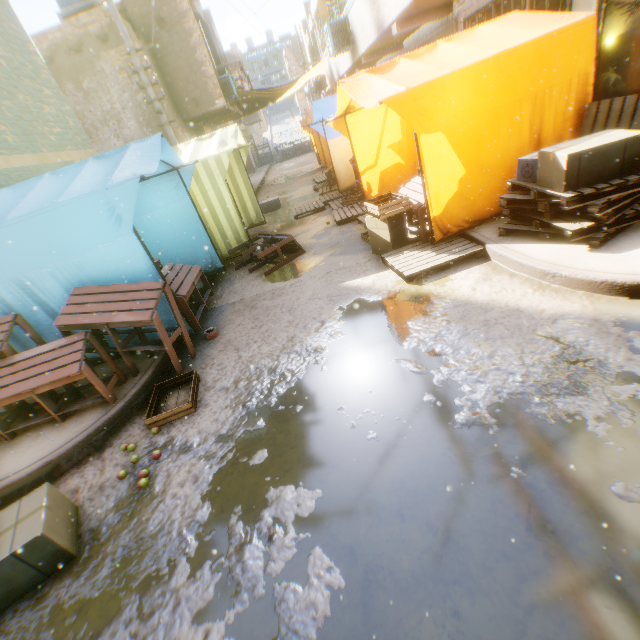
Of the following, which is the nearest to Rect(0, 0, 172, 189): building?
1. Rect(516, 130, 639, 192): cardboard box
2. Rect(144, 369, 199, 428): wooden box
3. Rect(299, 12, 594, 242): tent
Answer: Rect(299, 12, 594, 242): tent

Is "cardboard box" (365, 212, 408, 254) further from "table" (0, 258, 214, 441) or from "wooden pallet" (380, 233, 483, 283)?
"table" (0, 258, 214, 441)

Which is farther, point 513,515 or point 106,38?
point 106,38

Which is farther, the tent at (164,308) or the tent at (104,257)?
the tent at (164,308)

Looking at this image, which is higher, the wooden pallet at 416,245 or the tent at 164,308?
the tent at 164,308

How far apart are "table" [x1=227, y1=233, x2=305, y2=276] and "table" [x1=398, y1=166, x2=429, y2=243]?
1.9 meters

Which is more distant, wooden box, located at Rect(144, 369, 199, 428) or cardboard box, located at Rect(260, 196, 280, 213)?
cardboard box, located at Rect(260, 196, 280, 213)

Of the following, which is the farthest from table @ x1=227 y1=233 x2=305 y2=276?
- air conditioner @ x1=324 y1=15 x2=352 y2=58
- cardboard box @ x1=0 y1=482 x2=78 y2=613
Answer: cardboard box @ x1=0 y1=482 x2=78 y2=613
